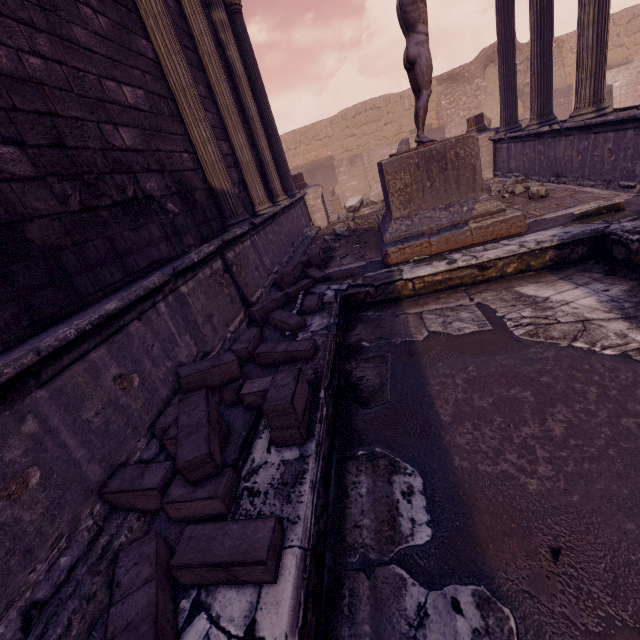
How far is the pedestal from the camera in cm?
443

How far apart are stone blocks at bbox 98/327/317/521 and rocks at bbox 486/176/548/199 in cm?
654

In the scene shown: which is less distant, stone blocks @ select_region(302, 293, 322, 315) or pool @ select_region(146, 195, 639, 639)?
pool @ select_region(146, 195, 639, 639)

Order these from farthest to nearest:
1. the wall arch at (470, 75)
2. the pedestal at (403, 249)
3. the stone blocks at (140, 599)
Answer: the wall arch at (470, 75) < the pedestal at (403, 249) < the stone blocks at (140, 599)

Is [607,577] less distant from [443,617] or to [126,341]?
[443,617]

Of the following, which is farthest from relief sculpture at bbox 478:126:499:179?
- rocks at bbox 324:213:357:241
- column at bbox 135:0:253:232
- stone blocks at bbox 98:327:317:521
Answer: stone blocks at bbox 98:327:317:521

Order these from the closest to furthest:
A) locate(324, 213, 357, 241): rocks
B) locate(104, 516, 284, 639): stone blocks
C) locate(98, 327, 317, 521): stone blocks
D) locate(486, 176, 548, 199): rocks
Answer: locate(104, 516, 284, 639): stone blocks
locate(98, 327, 317, 521): stone blocks
locate(486, 176, 548, 199): rocks
locate(324, 213, 357, 241): rocks

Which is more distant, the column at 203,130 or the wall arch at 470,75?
the wall arch at 470,75
